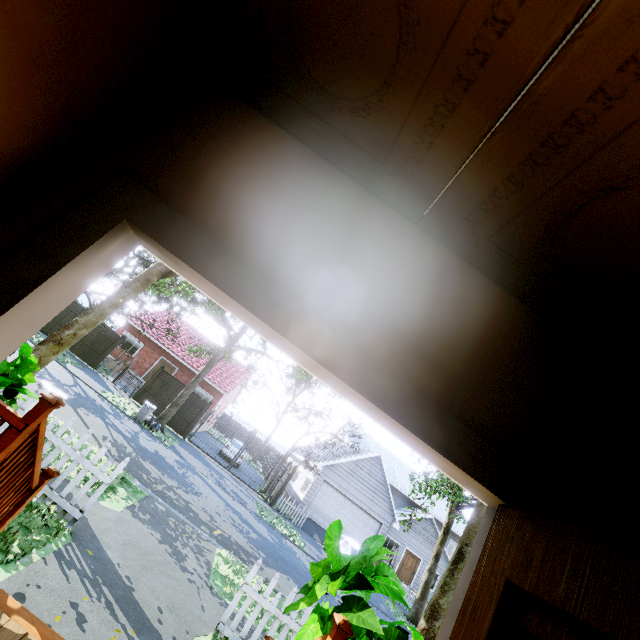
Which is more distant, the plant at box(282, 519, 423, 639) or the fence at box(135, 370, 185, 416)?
the fence at box(135, 370, 185, 416)

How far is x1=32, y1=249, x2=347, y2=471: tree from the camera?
8.77m

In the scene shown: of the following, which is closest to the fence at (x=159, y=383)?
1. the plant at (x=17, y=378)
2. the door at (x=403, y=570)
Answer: the plant at (x=17, y=378)

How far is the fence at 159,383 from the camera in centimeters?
1959cm

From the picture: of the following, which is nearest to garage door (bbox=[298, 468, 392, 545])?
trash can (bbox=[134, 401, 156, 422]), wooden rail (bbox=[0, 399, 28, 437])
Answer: trash can (bbox=[134, 401, 156, 422])

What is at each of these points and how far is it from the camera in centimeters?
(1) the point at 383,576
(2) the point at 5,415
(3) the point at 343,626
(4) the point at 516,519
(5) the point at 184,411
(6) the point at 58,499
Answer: (1) plant, 442cm
(2) wooden rail, 239cm
(3) stairs, 239cm
(4) door, 86cm
(5) fence, 1983cm
(6) fence, 505cm

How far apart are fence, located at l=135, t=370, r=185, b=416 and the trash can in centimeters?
340cm

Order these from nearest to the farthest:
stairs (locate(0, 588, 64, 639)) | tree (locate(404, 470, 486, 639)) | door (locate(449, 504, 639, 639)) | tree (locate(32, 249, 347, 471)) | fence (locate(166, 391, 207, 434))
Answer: door (locate(449, 504, 639, 639)), stairs (locate(0, 588, 64, 639)), tree (locate(404, 470, 486, 639)), tree (locate(32, 249, 347, 471)), fence (locate(166, 391, 207, 434))
